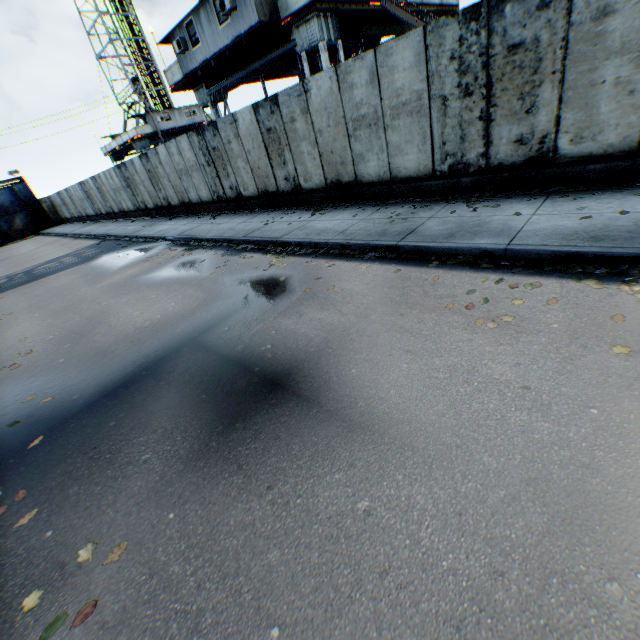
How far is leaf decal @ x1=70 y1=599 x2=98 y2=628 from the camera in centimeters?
223cm

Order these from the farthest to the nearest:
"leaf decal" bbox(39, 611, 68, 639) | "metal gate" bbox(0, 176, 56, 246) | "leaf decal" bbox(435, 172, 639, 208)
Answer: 1. "metal gate" bbox(0, 176, 56, 246)
2. "leaf decal" bbox(435, 172, 639, 208)
3. "leaf decal" bbox(39, 611, 68, 639)

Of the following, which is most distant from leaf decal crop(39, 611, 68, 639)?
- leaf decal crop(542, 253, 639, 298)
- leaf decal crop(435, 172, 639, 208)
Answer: leaf decal crop(435, 172, 639, 208)

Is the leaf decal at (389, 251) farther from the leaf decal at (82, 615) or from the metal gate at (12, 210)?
the metal gate at (12, 210)

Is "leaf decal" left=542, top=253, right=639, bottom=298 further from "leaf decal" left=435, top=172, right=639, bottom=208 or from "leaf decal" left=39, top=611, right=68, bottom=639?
"leaf decal" left=39, top=611, right=68, bottom=639

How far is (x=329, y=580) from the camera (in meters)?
2.07

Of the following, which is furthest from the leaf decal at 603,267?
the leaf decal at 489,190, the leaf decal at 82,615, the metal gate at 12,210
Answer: the metal gate at 12,210
